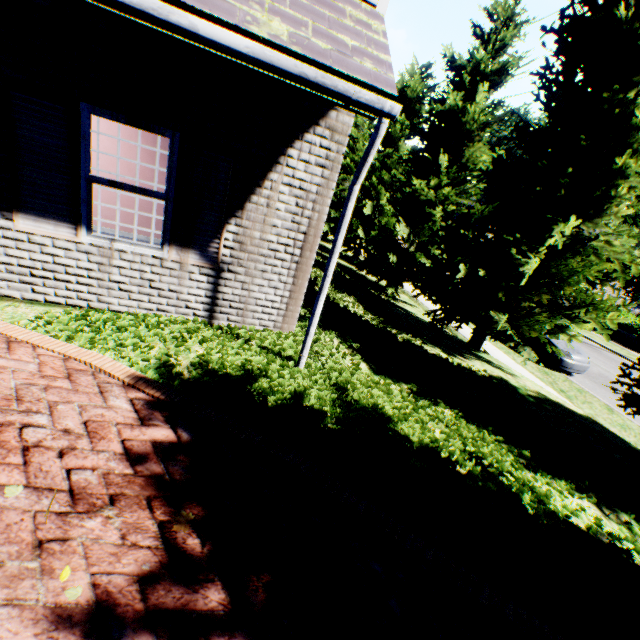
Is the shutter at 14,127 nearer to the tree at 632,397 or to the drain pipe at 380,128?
the drain pipe at 380,128

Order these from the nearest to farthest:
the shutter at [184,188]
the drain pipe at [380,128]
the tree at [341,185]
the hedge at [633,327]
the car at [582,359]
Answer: the drain pipe at [380,128]
the shutter at [184,188]
the car at [582,359]
the tree at [341,185]
the hedge at [633,327]

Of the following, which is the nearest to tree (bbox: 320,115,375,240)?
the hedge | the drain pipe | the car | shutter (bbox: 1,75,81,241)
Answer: the car

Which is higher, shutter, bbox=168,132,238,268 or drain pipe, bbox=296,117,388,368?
drain pipe, bbox=296,117,388,368

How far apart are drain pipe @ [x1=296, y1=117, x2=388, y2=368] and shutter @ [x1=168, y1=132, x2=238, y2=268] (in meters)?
1.59

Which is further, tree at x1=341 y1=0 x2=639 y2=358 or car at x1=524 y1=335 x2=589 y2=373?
car at x1=524 y1=335 x2=589 y2=373

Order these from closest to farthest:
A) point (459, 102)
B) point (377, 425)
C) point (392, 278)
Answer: point (377, 425) → point (459, 102) → point (392, 278)
